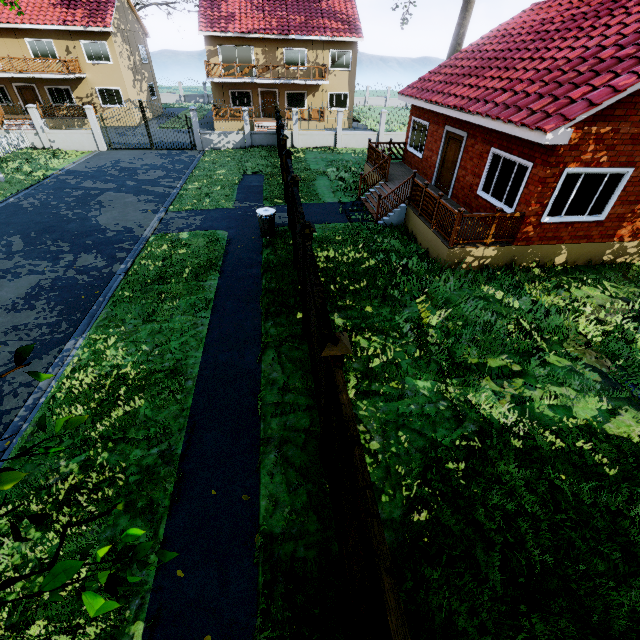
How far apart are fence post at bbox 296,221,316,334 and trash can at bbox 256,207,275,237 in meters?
5.1

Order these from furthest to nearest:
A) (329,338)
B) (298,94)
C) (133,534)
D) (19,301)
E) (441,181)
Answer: (298,94) → (441,181) → (19,301) → (329,338) → (133,534)

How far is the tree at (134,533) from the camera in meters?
1.7

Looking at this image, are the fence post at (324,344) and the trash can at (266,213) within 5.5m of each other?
no

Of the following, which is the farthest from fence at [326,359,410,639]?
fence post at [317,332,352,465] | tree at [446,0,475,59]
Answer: tree at [446,0,475,59]

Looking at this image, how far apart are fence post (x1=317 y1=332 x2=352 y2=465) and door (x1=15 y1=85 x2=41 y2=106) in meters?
38.8 m

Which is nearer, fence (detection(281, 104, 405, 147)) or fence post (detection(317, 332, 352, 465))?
fence post (detection(317, 332, 352, 465))

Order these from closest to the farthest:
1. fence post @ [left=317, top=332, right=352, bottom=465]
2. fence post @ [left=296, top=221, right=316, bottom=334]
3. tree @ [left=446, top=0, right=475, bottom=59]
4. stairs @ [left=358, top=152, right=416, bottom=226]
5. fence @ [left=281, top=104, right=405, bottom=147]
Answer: fence post @ [left=317, top=332, right=352, bottom=465]
fence post @ [left=296, top=221, right=316, bottom=334]
stairs @ [left=358, top=152, right=416, bottom=226]
fence @ [left=281, top=104, right=405, bottom=147]
tree @ [left=446, top=0, right=475, bottom=59]
